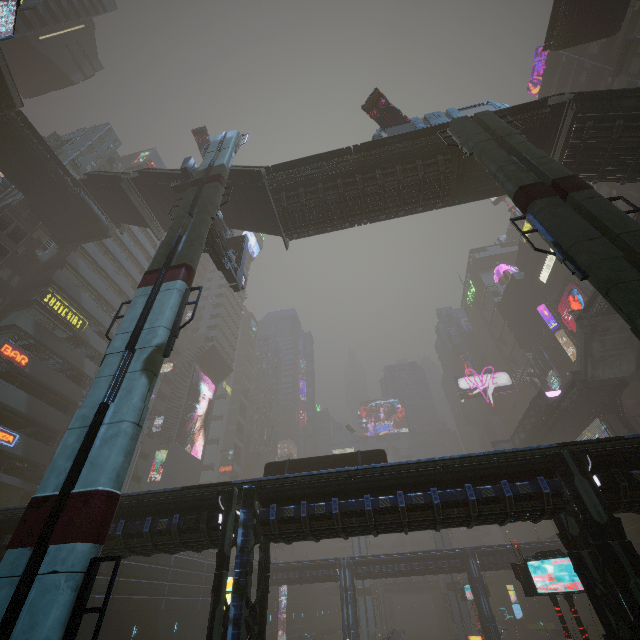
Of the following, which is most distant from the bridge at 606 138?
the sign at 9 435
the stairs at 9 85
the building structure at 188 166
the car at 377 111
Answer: the sign at 9 435

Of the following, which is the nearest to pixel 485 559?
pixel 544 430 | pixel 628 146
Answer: pixel 544 430

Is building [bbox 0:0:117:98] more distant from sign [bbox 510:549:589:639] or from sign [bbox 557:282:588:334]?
sign [bbox 557:282:588:334]

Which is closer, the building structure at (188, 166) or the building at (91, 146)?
the building structure at (188, 166)

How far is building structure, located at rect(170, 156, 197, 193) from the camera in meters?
22.7 m

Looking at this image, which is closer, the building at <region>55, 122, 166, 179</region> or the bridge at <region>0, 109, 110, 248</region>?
the bridge at <region>0, 109, 110, 248</region>

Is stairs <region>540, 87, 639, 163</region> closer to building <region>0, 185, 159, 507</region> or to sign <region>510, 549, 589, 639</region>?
building <region>0, 185, 159, 507</region>

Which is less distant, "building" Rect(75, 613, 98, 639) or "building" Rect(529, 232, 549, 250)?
"building" Rect(75, 613, 98, 639)
